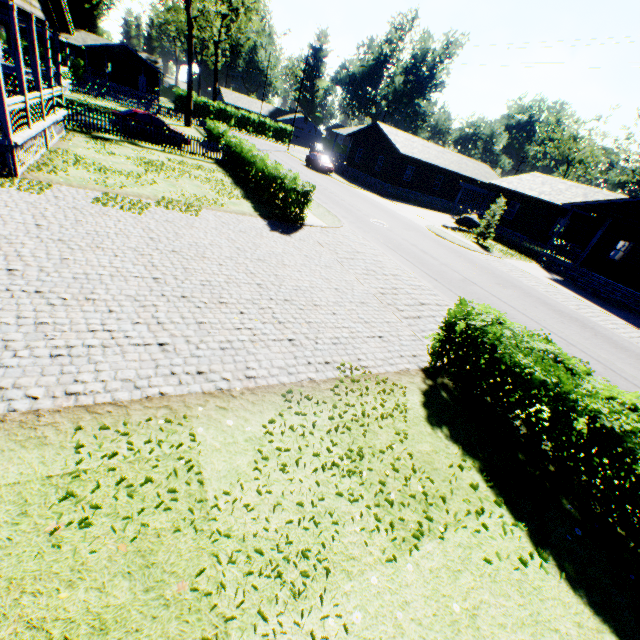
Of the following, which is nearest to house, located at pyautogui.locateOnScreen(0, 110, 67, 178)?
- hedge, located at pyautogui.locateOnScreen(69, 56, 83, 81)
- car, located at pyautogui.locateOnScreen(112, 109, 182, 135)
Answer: car, located at pyautogui.locateOnScreen(112, 109, 182, 135)

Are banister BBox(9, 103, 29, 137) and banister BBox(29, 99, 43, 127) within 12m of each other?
yes

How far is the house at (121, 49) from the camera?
48.4 meters

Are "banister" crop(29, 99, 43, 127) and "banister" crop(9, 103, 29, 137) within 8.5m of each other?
yes

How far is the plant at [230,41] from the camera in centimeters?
5800cm

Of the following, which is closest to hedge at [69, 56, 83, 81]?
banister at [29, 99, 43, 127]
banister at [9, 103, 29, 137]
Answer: banister at [29, 99, 43, 127]

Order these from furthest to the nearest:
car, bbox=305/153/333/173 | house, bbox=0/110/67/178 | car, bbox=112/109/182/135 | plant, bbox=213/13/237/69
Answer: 1. plant, bbox=213/13/237/69
2. car, bbox=305/153/333/173
3. car, bbox=112/109/182/135
4. house, bbox=0/110/67/178

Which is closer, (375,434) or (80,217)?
(375,434)
